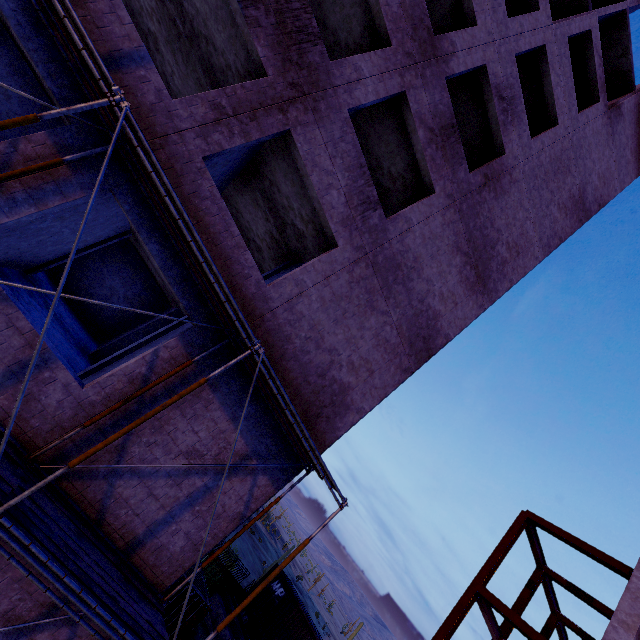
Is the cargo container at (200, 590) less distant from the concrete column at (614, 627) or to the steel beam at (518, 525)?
the steel beam at (518, 525)

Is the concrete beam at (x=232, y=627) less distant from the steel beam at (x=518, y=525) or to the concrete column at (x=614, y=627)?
the steel beam at (x=518, y=525)

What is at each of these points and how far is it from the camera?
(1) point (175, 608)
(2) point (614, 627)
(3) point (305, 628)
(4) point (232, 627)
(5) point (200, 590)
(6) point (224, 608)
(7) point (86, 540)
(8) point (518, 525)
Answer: (1) cargo container, 13.6 meters
(2) concrete column, 10.5 meters
(3) cargo container, 18.7 meters
(4) concrete beam, 19.5 meters
(5) cargo container, 14.5 meters
(6) concrete beam, 20.5 meters
(7) scaffolding, 5.5 meters
(8) steel beam, 14.4 meters

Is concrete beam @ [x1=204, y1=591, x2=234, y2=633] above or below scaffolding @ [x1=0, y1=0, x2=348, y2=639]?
below

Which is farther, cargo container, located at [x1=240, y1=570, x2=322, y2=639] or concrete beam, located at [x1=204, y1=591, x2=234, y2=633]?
concrete beam, located at [x1=204, y1=591, x2=234, y2=633]

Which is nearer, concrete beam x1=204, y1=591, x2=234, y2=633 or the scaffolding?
the scaffolding

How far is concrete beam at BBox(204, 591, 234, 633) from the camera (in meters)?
19.41

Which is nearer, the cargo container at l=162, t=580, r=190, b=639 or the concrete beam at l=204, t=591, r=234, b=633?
the cargo container at l=162, t=580, r=190, b=639
